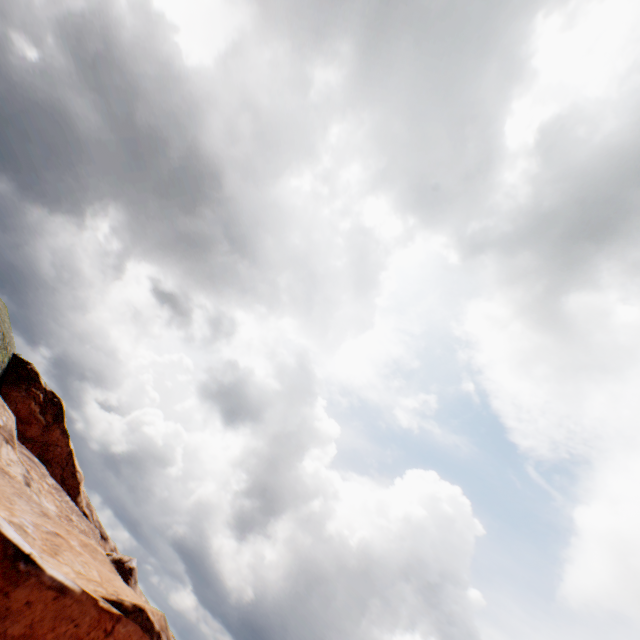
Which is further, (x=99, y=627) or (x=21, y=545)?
(x=99, y=627)
